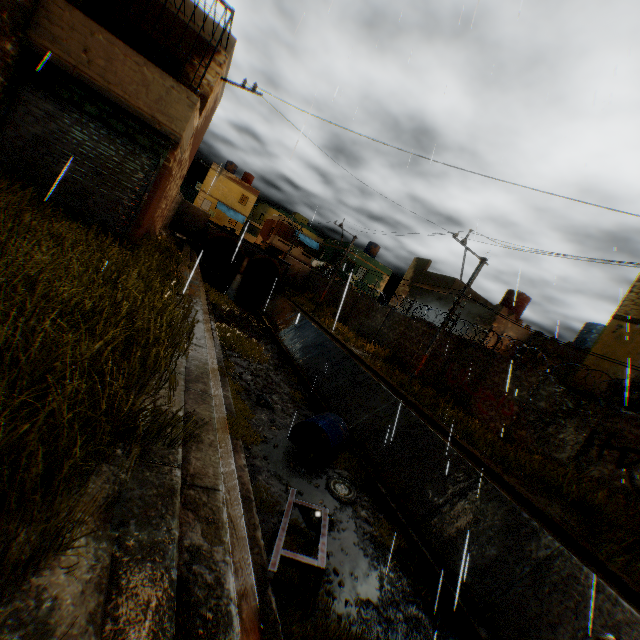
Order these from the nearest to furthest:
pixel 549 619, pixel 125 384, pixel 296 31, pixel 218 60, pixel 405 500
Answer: pixel 125 384 < pixel 296 31 < pixel 549 619 < pixel 405 500 < pixel 218 60

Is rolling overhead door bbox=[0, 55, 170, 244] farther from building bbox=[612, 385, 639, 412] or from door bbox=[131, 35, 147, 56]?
door bbox=[131, 35, 147, 56]

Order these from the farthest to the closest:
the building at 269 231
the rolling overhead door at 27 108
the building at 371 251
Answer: the building at 269 231 → the building at 371 251 → the rolling overhead door at 27 108

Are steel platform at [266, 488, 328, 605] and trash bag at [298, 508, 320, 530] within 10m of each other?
yes

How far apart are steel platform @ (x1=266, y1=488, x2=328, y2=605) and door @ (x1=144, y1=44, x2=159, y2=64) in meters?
12.6

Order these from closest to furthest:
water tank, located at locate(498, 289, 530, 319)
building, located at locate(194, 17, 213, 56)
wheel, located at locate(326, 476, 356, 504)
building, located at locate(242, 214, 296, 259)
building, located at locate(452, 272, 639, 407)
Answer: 1. wheel, located at locate(326, 476, 356, 504)
2. building, located at locate(194, 17, 213, 56)
3. building, located at locate(452, 272, 639, 407)
4. water tank, located at locate(498, 289, 530, 319)
5. building, located at locate(242, 214, 296, 259)

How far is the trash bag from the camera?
7.3m

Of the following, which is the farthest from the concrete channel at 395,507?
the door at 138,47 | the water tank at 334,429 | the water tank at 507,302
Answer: the door at 138,47
